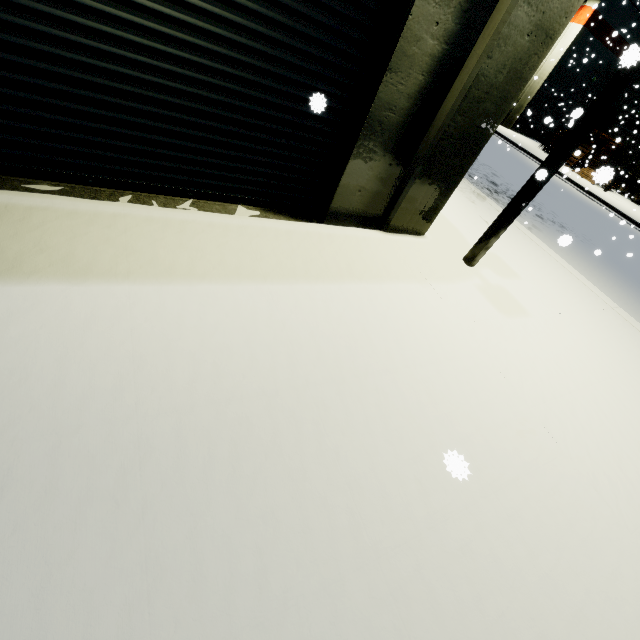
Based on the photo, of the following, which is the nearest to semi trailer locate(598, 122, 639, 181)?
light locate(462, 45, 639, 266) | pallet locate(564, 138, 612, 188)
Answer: light locate(462, 45, 639, 266)

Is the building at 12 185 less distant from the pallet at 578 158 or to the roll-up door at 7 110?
the roll-up door at 7 110

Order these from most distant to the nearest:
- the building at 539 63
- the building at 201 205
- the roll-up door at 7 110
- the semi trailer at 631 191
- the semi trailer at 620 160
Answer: the semi trailer at 631 191
the building at 201 205
the building at 539 63
the roll-up door at 7 110
the semi trailer at 620 160

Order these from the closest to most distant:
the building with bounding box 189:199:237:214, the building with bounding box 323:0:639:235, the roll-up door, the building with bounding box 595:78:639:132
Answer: the roll-up door, the building with bounding box 323:0:639:235, the building with bounding box 189:199:237:214, the building with bounding box 595:78:639:132

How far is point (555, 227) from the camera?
11.0 meters

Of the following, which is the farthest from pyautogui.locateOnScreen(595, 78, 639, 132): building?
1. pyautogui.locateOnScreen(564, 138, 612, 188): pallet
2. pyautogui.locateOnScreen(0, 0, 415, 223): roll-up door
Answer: pyautogui.locateOnScreen(564, 138, 612, 188): pallet

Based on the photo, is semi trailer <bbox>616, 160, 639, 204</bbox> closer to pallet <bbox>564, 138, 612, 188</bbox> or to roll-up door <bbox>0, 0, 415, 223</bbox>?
roll-up door <bbox>0, 0, 415, 223</bbox>

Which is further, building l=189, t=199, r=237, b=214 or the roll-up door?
building l=189, t=199, r=237, b=214
